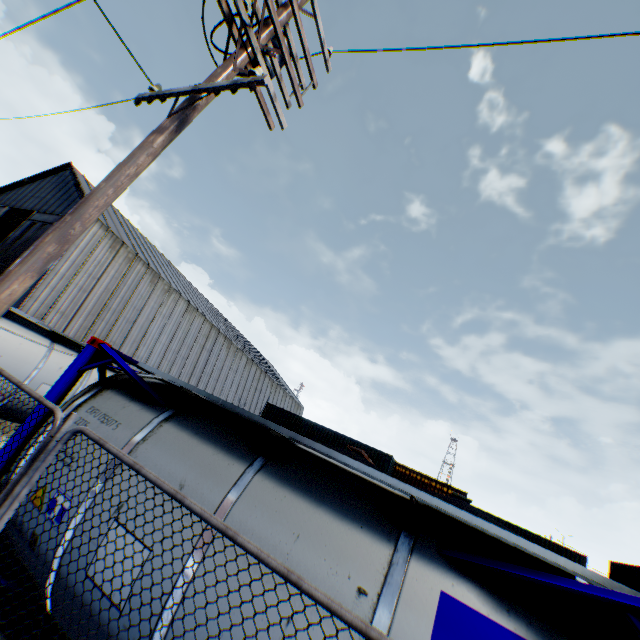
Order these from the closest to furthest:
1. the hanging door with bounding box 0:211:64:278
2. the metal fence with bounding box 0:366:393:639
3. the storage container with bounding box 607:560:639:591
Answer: the metal fence with bounding box 0:366:393:639 → the storage container with bounding box 607:560:639:591 → the hanging door with bounding box 0:211:64:278

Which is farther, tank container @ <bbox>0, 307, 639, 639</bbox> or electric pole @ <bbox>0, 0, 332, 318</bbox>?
electric pole @ <bbox>0, 0, 332, 318</bbox>

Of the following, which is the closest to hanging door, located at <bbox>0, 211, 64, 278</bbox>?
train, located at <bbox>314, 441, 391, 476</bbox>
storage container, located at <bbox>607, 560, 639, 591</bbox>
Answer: train, located at <bbox>314, 441, 391, 476</bbox>

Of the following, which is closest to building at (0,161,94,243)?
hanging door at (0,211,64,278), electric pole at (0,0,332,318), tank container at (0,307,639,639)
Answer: hanging door at (0,211,64,278)

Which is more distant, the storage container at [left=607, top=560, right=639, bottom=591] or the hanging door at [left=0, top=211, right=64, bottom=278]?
the hanging door at [left=0, top=211, right=64, bottom=278]

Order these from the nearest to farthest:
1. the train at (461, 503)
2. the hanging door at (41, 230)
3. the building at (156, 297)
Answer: the train at (461, 503)
the building at (156, 297)
the hanging door at (41, 230)

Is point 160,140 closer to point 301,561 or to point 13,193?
point 301,561

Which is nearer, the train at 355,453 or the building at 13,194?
the train at 355,453
